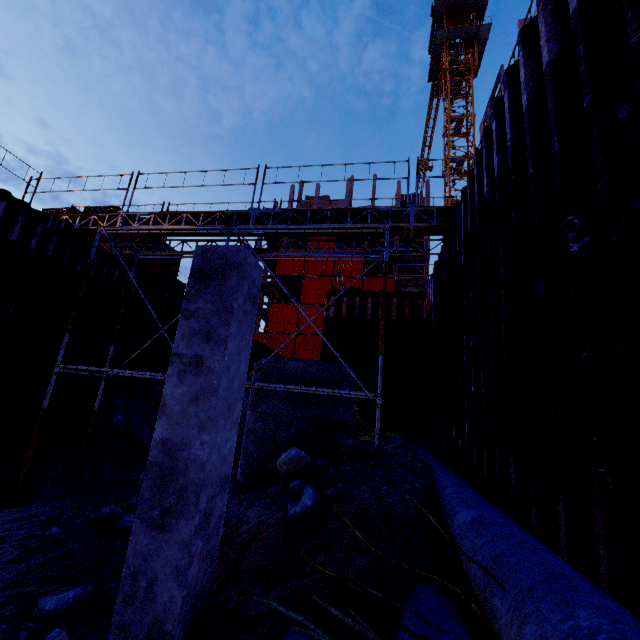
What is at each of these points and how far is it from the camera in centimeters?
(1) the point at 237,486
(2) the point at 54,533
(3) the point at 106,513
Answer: (1) compgrassrocksplants, 807cm
(2) compgrassrocksplants, 577cm
(3) compgrassrocksplants, 642cm

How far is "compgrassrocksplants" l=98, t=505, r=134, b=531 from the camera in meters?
6.1 m

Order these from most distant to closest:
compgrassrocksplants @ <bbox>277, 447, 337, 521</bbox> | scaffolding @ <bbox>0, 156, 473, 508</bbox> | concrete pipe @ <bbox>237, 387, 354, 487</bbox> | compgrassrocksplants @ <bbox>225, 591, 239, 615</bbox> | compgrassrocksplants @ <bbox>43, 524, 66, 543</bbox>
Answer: concrete pipe @ <bbox>237, 387, 354, 487</bbox> → scaffolding @ <bbox>0, 156, 473, 508</bbox> → compgrassrocksplants @ <bbox>43, 524, 66, 543</bbox> → compgrassrocksplants @ <bbox>277, 447, 337, 521</bbox> → compgrassrocksplants @ <bbox>225, 591, 239, 615</bbox>

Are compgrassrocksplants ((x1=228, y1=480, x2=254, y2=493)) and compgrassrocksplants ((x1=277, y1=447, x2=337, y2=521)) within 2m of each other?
no

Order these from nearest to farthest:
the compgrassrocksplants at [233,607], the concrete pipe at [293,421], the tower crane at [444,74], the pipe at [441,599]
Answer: the pipe at [441,599] < the compgrassrocksplants at [233,607] < the concrete pipe at [293,421] < the tower crane at [444,74]

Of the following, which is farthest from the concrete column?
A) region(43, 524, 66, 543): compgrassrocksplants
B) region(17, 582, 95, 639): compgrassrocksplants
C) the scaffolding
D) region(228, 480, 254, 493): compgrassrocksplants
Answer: region(228, 480, 254, 493): compgrassrocksplants

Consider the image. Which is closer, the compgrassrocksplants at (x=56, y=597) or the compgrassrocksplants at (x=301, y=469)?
the compgrassrocksplants at (x=56, y=597)

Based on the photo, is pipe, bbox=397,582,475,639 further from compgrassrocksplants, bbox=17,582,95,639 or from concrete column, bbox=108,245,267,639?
compgrassrocksplants, bbox=17,582,95,639
